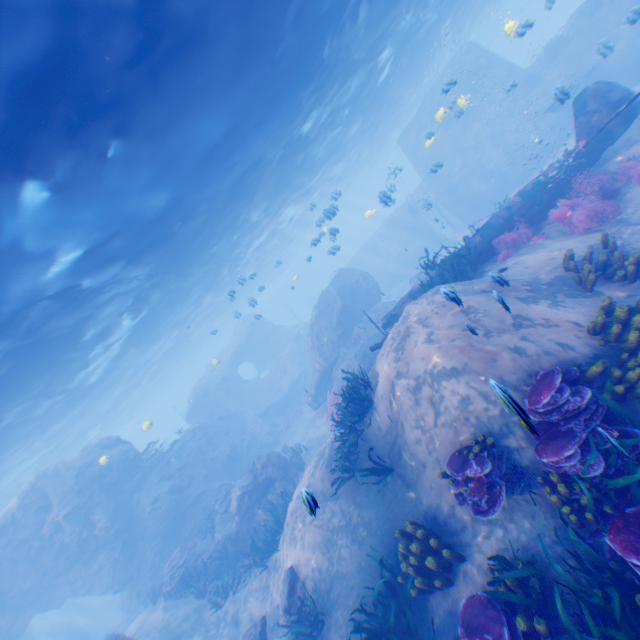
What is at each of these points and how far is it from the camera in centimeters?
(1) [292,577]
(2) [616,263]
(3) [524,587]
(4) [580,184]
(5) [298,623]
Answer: (1) rock, 926cm
(2) instancedfoliageactor, 720cm
(3) instancedfoliageactor, 474cm
(4) instancedfoliageactor, 1030cm
(5) instancedfoliageactor, 780cm

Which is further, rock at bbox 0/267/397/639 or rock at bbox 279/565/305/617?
rock at bbox 0/267/397/639

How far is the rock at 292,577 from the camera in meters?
8.8

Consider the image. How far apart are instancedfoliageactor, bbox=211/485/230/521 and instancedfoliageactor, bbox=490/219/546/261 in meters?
15.3 m

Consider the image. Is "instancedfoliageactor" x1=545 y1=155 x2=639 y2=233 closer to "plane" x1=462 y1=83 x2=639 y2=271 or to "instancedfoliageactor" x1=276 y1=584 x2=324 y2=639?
"plane" x1=462 y1=83 x2=639 y2=271

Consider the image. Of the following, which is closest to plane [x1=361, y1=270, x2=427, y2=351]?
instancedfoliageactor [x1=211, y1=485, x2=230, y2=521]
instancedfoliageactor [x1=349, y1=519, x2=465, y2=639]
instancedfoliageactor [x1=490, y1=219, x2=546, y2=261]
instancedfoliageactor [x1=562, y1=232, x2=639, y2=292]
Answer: instancedfoliageactor [x1=490, y1=219, x2=546, y2=261]

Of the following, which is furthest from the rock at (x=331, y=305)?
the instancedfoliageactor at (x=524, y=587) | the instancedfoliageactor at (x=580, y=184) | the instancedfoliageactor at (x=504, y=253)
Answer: the instancedfoliageactor at (x=504, y=253)

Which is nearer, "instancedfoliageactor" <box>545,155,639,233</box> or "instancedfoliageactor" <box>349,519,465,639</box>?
"instancedfoliageactor" <box>349,519,465,639</box>
